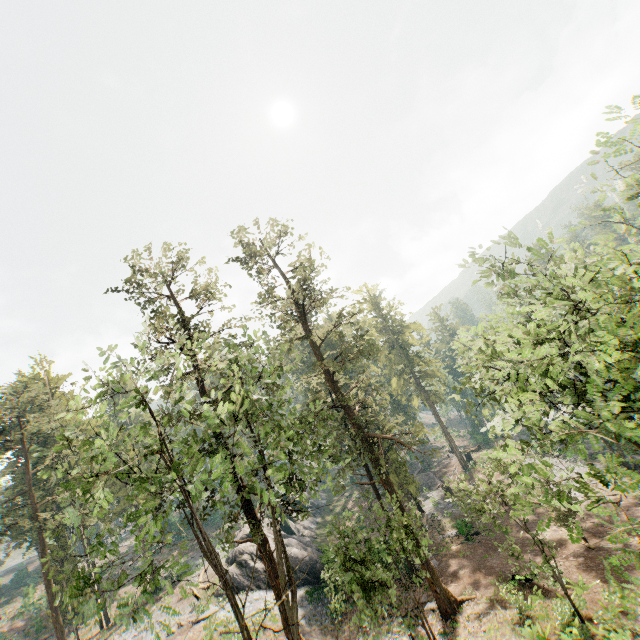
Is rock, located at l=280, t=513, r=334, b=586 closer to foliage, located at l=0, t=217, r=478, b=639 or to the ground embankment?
foliage, located at l=0, t=217, r=478, b=639

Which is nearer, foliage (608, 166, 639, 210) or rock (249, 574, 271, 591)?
foliage (608, 166, 639, 210)

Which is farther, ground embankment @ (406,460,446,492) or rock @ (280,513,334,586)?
ground embankment @ (406,460,446,492)

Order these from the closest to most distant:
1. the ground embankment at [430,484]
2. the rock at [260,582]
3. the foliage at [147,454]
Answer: the foliage at [147,454] → the rock at [260,582] → the ground embankment at [430,484]

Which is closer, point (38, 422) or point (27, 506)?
point (27, 506)

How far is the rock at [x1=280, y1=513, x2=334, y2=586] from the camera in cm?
2981

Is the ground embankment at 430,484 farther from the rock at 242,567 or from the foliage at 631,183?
the rock at 242,567
